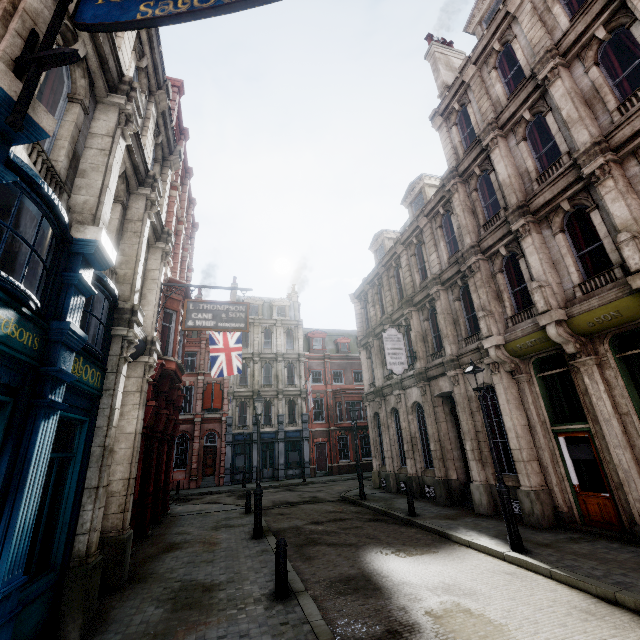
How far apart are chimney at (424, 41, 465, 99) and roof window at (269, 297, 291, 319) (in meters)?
25.52

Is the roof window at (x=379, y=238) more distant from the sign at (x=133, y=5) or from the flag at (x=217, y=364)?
the sign at (x=133, y=5)

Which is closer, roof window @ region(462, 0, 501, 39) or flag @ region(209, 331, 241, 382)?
roof window @ region(462, 0, 501, 39)

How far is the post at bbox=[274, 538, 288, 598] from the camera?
6.3 meters

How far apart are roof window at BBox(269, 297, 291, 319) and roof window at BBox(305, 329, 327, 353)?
2.4m

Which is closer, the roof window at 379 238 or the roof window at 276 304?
the roof window at 379 238

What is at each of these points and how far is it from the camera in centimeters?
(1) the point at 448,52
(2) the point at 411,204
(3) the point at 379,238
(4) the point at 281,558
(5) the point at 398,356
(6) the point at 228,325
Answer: (1) chimney, 1841cm
(2) roof window, 1978cm
(3) roof window, 2344cm
(4) post, 651cm
(5) sign, 1638cm
(6) sign, 1070cm

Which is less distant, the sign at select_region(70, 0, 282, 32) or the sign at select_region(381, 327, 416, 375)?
the sign at select_region(70, 0, 282, 32)
